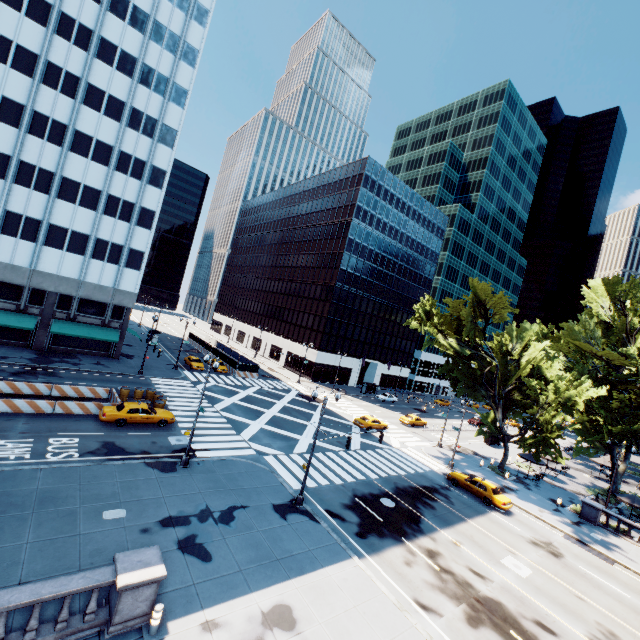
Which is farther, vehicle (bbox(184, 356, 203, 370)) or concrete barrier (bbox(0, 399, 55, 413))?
vehicle (bbox(184, 356, 203, 370))

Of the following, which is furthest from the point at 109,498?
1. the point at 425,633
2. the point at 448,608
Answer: the point at 448,608

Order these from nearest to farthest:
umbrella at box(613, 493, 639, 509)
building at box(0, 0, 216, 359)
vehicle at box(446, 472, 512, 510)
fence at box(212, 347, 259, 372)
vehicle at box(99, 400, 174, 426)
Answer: vehicle at box(99, 400, 174, 426), vehicle at box(446, 472, 512, 510), umbrella at box(613, 493, 639, 509), building at box(0, 0, 216, 359), fence at box(212, 347, 259, 372)

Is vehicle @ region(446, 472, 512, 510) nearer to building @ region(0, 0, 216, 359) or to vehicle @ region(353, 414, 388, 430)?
vehicle @ region(353, 414, 388, 430)

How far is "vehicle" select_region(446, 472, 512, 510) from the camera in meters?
26.5

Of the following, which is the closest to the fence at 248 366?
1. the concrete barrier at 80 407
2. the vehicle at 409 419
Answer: the concrete barrier at 80 407

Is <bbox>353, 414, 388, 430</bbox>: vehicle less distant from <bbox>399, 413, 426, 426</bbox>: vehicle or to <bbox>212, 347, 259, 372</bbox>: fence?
<bbox>399, 413, 426, 426</bbox>: vehicle

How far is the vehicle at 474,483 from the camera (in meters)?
26.45
